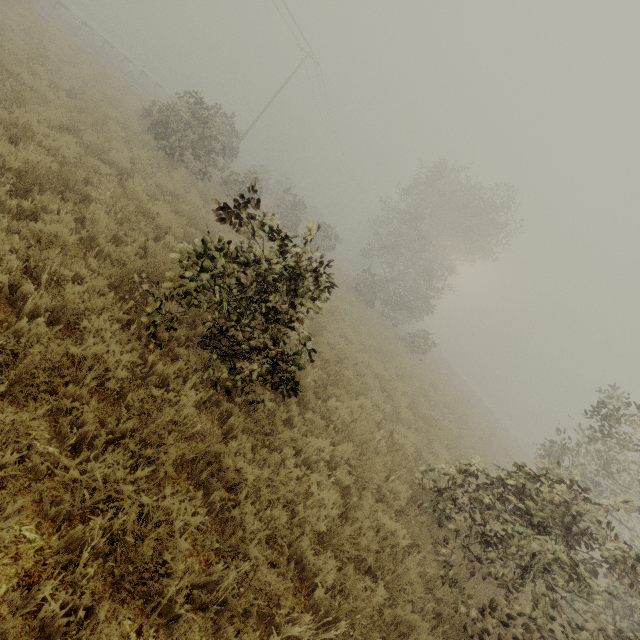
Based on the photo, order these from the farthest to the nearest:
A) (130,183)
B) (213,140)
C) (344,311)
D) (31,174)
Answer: (344,311)
(213,140)
(130,183)
(31,174)
